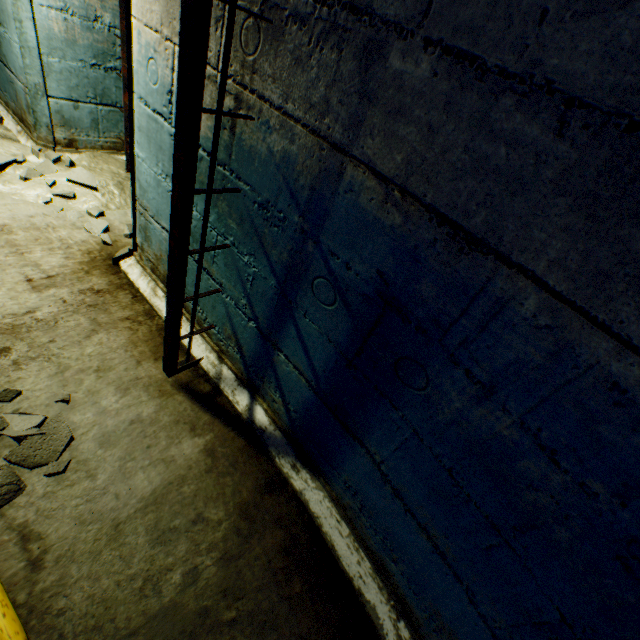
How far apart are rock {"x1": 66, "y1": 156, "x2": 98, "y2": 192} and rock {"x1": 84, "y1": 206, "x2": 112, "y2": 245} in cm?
15

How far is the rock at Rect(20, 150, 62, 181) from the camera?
2.8m

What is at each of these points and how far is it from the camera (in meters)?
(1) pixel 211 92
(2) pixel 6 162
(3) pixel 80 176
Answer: (1) building tunnel, 1.40
(2) rock, 2.77
(3) rock, 2.94

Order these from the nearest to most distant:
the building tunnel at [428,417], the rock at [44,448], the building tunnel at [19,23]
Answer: the building tunnel at [428,417], the rock at [44,448], the building tunnel at [19,23]

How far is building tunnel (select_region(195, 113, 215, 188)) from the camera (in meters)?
1.47

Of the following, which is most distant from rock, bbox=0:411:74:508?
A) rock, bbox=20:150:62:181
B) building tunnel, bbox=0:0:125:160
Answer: rock, bbox=20:150:62:181

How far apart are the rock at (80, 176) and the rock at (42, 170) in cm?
18

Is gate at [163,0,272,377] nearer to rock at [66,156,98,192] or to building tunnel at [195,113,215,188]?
building tunnel at [195,113,215,188]
